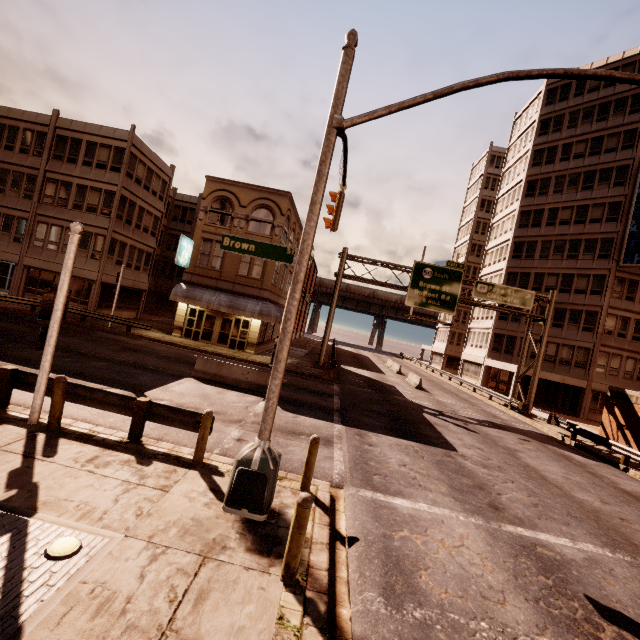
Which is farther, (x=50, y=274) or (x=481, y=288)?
(x=50, y=274)

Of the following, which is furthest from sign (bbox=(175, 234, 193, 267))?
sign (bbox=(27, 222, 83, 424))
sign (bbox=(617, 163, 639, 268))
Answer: sign (bbox=(617, 163, 639, 268))

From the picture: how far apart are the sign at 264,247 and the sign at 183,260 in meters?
20.2 m

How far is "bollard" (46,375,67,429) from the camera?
7.34m

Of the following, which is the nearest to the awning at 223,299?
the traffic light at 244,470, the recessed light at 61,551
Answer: the traffic light at 244,470

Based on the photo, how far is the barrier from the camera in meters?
15.1 m

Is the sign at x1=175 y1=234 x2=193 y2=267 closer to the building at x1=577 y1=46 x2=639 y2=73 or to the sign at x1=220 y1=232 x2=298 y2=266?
the sign at x1=220 y1=232 x2=298 y2=266

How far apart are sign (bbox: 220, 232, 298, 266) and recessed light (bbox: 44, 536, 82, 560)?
5.02m
